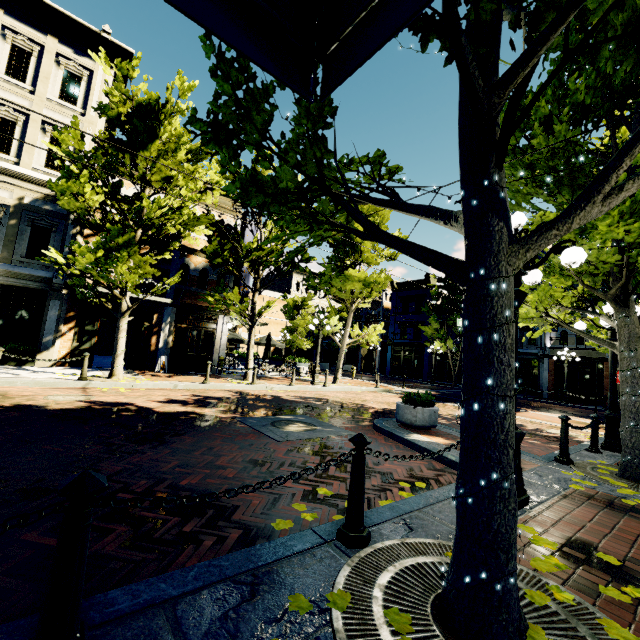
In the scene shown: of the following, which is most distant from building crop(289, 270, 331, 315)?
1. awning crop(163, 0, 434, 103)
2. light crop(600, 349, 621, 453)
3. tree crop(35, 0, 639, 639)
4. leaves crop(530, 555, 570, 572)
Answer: awning crop(163, 0, 434, 103)

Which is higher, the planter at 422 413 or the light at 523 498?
the planter at 422 413

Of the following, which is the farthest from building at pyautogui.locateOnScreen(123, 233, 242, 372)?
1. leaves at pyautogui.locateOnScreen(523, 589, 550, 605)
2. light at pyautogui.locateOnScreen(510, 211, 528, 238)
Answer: leaves at pyautogui.locateOnScreen(523, 589, 550, 605)

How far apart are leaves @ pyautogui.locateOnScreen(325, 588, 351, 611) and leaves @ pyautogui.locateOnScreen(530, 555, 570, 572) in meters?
1.7 m

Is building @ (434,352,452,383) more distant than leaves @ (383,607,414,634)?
Yes

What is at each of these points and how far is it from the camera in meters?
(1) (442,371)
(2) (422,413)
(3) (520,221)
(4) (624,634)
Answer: (1) building, 33.5 m
(2) planter, 7.6 m
(3) light, 4.2 m
(4) leaves, 2.0 m

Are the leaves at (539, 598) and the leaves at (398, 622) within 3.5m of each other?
yes

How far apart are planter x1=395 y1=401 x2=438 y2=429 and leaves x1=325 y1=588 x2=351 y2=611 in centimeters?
601cm
